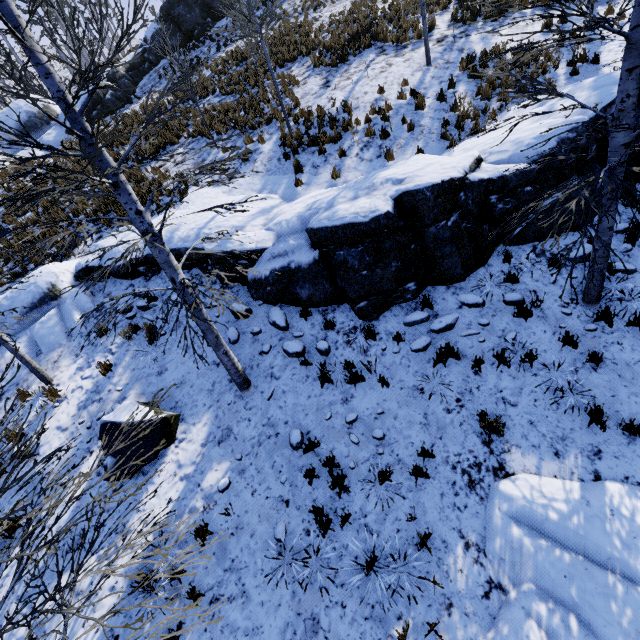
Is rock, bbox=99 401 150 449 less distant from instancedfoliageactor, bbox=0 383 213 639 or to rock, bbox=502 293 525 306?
instancedfoliageactor, bbox=0 383 213 639

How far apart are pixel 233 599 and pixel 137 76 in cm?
2984

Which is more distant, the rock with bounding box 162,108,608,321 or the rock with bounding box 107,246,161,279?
the rock with bounding box 107,246,161,279

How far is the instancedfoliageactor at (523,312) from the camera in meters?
5.9 m

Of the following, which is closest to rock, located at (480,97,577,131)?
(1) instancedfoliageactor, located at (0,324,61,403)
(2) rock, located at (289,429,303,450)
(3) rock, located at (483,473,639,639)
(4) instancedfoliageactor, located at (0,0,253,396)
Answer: (4) instancedfoliageactor, located at (0,0,253,396)

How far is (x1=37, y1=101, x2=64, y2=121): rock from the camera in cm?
1920

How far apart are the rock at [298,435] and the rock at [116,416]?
2.3 meters

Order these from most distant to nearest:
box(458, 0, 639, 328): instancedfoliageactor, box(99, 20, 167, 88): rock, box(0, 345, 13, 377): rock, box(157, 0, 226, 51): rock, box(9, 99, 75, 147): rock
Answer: box(157, 0, 226, 51): rock → box(99, 20, 167, 88): rock → box(9, 99, 75, 147): rock → box(0, 345, 13, 377): rock → box(458, 0, 639, 328): instancedfoliageactor
